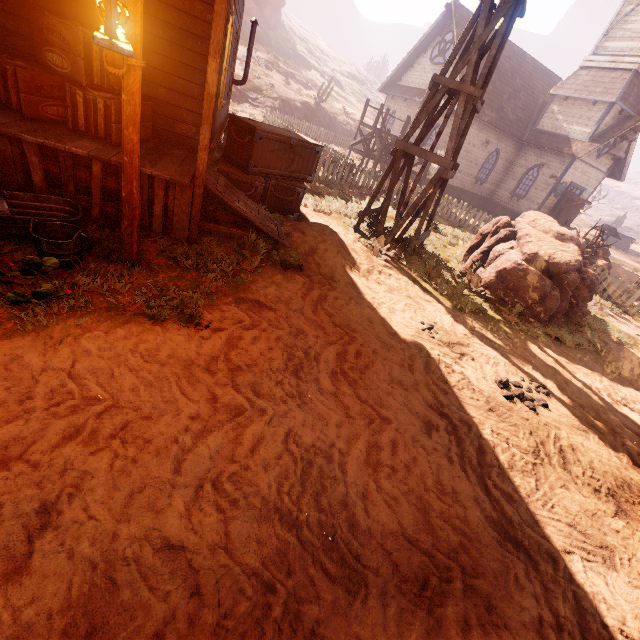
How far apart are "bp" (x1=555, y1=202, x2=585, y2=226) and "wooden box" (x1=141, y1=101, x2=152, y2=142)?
24.7m

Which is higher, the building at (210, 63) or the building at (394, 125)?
the building at (394, 125)

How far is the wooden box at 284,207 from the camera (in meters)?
6.59

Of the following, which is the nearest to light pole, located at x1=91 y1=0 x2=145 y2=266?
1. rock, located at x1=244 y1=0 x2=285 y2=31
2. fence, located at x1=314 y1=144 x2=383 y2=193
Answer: fence, located at x1=314 y1=144 x2=383 y2=193

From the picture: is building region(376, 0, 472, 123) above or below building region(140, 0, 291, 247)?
above

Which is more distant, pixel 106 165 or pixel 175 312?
pixel 106 165

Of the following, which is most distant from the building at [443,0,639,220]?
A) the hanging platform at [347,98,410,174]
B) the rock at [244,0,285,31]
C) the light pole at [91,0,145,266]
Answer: the rock at [244,0,285,31]

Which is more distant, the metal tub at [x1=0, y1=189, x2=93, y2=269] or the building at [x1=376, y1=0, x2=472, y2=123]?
the building at [x1=376, y1=0, x2=472, y2=123]
